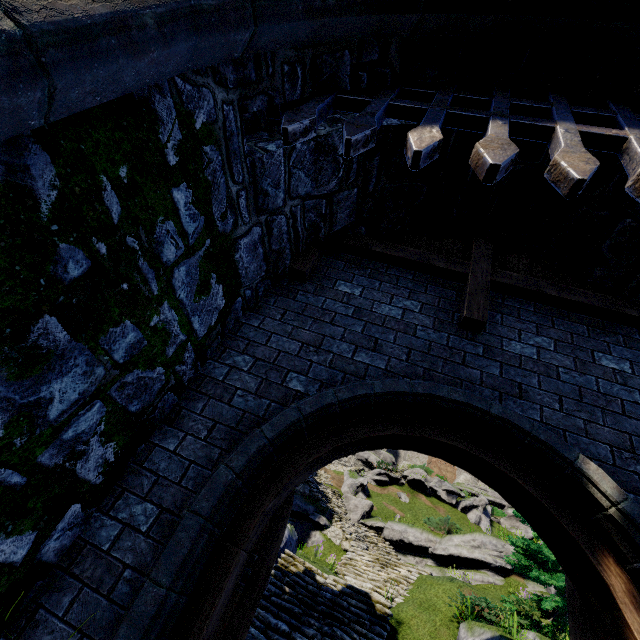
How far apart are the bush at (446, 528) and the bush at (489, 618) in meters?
7.1 m

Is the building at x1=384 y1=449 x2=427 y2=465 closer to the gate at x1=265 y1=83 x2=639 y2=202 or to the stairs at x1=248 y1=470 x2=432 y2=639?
the stairs at x1=248 y1=470 x2=432 y2=639

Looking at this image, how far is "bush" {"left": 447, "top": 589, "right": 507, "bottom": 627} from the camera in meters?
10.6

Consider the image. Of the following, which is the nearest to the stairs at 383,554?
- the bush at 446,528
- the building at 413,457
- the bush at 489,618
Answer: the bush at 489,618

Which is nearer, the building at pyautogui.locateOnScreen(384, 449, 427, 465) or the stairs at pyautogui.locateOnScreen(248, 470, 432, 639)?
the stairs at pyautogui.locateOnScreen(248, 470, 432, 639)

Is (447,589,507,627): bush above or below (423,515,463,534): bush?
below

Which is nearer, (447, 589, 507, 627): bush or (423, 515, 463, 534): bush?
(447, 589, 507, 627): bush

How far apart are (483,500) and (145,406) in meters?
34.6
